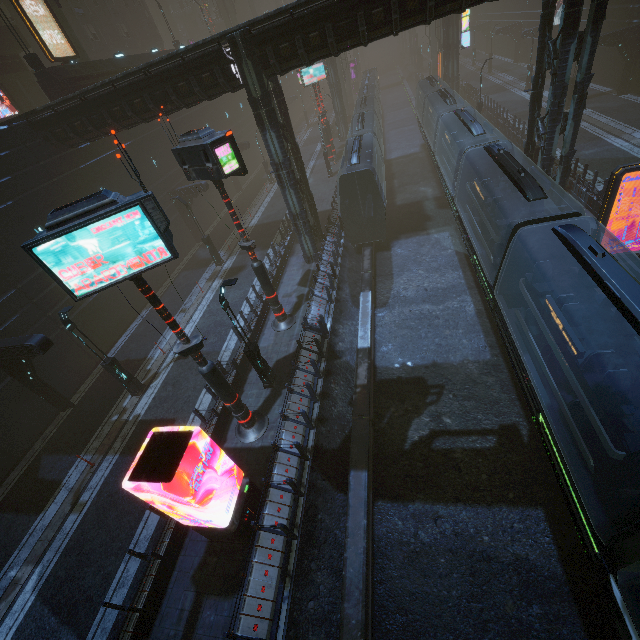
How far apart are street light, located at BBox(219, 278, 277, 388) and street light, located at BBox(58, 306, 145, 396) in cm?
665

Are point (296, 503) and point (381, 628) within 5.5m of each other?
yes

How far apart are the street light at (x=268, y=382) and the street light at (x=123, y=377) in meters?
6.6

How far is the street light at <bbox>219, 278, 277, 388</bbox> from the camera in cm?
1107

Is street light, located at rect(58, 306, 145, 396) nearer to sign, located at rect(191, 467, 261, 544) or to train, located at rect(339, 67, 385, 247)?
sign, located at rect(191, 467, 261, 544)

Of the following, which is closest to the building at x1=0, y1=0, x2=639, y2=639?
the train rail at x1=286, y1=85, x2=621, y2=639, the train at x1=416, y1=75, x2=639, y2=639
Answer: the train rail at x1=286, y1=85, x2=621, y2=639

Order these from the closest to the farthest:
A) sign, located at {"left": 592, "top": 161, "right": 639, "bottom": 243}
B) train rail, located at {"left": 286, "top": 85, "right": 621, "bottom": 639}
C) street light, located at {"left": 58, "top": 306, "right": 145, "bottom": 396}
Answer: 1. train rail, located at {"left": 286, "top": 85, "right": 621, "bottom": 639}
2. sign, located at {"left": 592, "top": 161, "right": 639, "bottom": 243}
3. street light, located at {"left": 58, "top": 306, "right": 145, "bottom": 396}

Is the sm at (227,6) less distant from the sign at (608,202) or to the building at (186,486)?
the building at (186,486)
